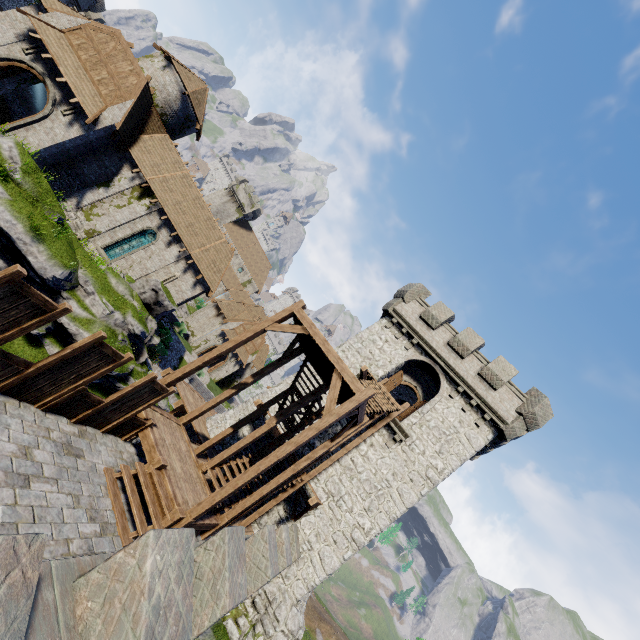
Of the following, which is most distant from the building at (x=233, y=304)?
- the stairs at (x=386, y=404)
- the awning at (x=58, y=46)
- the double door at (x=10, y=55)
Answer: the stairs at (x=386, y=404)

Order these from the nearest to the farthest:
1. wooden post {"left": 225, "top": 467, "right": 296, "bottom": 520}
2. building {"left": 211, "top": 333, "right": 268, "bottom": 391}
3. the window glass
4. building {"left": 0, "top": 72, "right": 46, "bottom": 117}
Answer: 1. wooden post {"left": 225, "top": 467, "right": 296, "bottom": 520}
2. building {"left": 0, "top": 72, "right": 46, "bottom": 117}
3. the window glass
4. building {"left": 211, "top": 333, "right": 268, "bottom": 391}

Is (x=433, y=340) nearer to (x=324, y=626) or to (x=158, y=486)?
(x=158, y=486)

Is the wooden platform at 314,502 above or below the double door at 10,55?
above

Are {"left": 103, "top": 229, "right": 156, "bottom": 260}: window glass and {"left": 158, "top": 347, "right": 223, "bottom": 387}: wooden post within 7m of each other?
no

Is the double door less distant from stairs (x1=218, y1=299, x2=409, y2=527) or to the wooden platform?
stairs (x1=218, y1=299, x2=409, y2=527)

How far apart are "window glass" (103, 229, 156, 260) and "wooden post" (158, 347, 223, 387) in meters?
18.3 m

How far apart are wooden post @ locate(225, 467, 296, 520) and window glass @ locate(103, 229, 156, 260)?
21.1 meters
